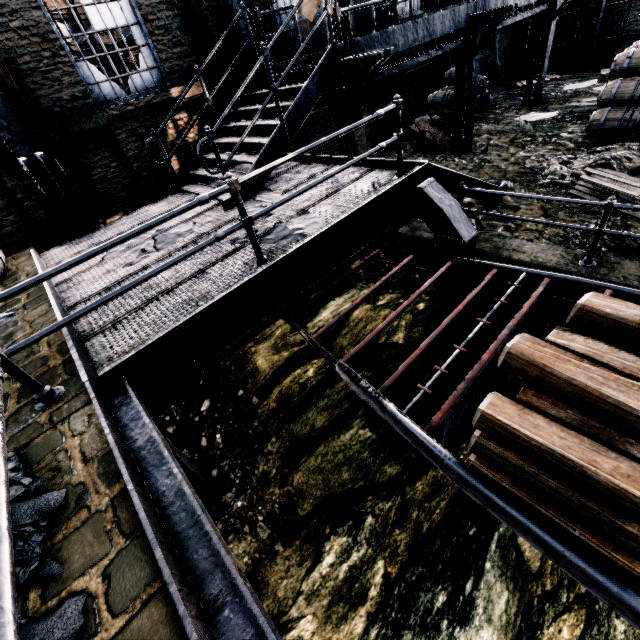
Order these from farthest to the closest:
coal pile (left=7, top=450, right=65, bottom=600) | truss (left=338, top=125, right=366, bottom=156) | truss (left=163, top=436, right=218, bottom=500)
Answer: truss (left=338, top=125, right=366, bottom=156)
truss (left=163, top=436, right=218, bottom=500)
coal pile (left=7, top=450, right=65, bottom=600)

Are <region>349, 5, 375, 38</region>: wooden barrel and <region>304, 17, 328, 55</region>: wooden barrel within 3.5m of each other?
yes

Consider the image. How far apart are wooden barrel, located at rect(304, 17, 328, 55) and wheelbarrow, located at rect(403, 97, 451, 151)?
4.9m

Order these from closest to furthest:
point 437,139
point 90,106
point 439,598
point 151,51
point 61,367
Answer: point 61,367 → point 439,598 → point 90,106 → point 151,51 → point 437,139

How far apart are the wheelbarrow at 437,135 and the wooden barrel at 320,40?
4.93m

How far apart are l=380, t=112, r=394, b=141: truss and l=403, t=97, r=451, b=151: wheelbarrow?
0.8 meters

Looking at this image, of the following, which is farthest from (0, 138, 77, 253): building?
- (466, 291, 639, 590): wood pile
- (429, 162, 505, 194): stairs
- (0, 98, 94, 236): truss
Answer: (429, 162, 505, 194): stairs

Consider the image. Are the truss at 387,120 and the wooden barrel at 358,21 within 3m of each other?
yes
